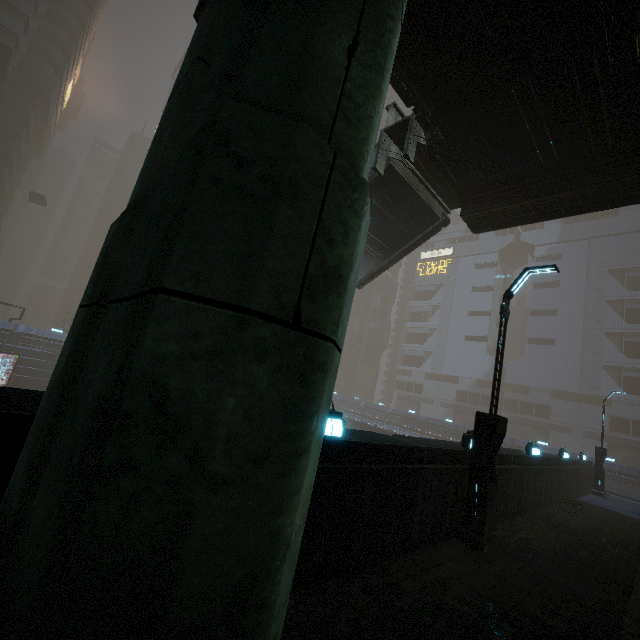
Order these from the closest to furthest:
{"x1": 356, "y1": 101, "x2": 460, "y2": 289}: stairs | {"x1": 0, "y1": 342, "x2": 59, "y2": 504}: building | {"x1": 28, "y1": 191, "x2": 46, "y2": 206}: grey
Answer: {"x1": 0, "y1": 342, "x2": 59, "y2": 504}: building, {"x1": 356, "y1": 101, "x2": 460, "y2": 289}: stairs, {"x1": 28, "y1": 191, "x2": 46, "y2": 206}: grey

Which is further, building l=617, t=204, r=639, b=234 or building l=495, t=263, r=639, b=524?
building l=617, t=204, r=639, b=234

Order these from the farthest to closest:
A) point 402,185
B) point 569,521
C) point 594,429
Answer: point 594,429, point 402,185, point 569,521

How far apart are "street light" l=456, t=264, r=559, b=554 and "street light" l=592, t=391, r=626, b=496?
19.7m

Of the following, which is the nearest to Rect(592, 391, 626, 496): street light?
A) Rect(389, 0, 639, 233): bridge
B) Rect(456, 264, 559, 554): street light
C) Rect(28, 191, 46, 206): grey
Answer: Rect(389, 0, 639, 233): bridge

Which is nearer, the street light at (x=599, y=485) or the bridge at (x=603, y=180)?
the bridge at (x=603, y=180)

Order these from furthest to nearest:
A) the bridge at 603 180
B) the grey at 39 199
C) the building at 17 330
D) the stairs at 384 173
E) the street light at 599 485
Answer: the grey at 39 199 → the building at 17 330 → the street light at 599 485 → the stairs at 384 173 → the bridge at 603 180
